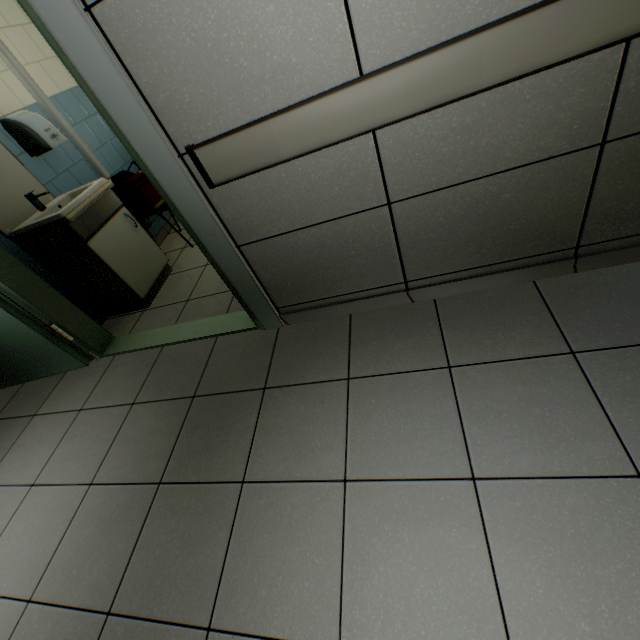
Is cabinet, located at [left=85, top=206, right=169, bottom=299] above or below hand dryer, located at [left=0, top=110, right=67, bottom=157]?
below

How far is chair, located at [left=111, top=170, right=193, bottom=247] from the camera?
3.3m

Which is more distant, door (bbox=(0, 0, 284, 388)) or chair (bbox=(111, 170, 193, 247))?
chair (bbox=(111, 170, 193, 247))

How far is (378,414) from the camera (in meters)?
1.50

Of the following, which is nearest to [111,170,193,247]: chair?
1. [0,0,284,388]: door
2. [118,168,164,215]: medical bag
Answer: [118,168,164,215]: medical bag

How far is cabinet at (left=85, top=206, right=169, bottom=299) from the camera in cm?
262

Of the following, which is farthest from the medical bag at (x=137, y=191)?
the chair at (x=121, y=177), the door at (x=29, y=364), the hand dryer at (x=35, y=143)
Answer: the door at (x=29, y=364)

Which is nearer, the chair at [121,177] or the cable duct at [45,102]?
the cable duct at [45,102]
